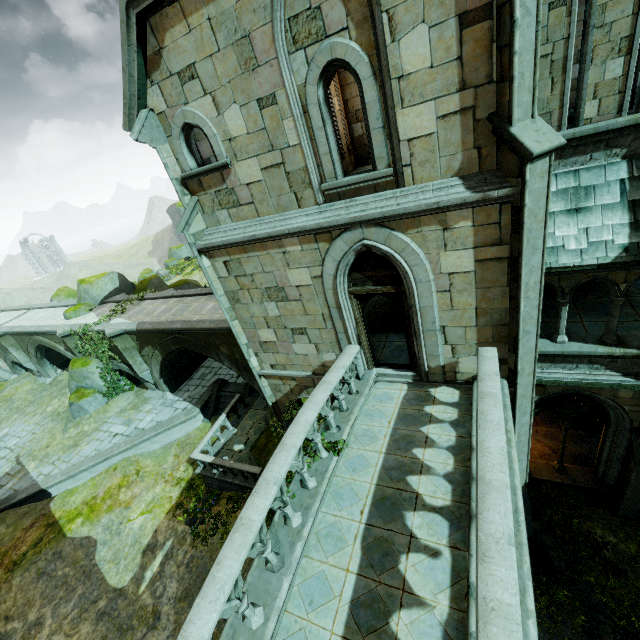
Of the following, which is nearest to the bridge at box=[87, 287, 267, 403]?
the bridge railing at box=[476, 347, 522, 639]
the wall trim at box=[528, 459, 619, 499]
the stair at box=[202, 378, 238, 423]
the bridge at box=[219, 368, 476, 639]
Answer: the stair at box=[202, 378, 238, 423]

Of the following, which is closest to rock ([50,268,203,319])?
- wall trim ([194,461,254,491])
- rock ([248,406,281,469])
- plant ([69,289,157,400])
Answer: plant ([69,289,157,400])

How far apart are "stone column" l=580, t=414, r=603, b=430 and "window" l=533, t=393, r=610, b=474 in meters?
2.3

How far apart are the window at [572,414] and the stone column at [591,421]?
2.3m

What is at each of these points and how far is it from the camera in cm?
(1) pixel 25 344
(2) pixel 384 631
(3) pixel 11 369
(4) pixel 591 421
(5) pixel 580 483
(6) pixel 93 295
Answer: (1) bridge, 2408
(2) bridge, 427
(3) bridge arch, 2822
(4) stone column, 1217
(5) wall trim, 1022
(6) rock, 2292

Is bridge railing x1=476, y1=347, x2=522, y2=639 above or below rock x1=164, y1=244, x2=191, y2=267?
above

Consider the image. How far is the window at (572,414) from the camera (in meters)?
8.95

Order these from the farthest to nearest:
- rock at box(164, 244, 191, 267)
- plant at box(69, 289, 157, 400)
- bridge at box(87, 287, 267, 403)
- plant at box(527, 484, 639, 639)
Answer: rock at box(164, 244, 191, 267)
plant at box(69, 289, 157, 400)
bridge at box(87, 287, 267, 403)
plant at box(527, 484, 639, 639)
